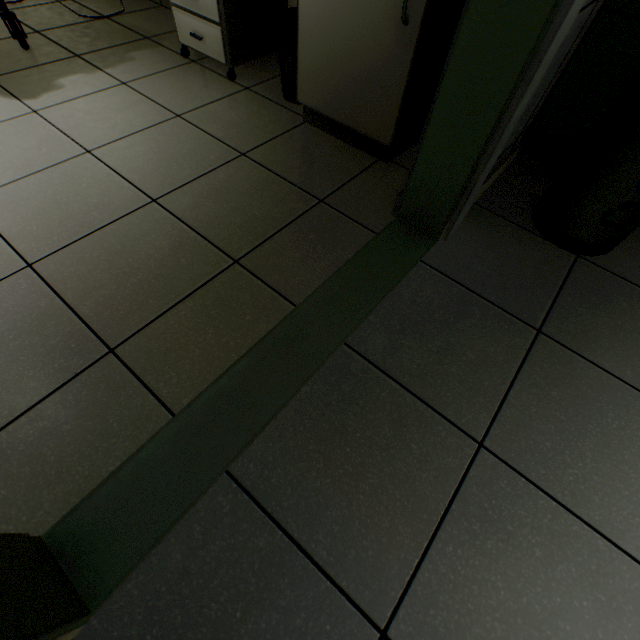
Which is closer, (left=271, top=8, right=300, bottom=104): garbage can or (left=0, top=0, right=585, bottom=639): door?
(left=0, top=0, right=585, bottom=639): door

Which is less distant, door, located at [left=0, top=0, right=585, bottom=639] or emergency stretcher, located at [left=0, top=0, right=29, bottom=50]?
door, located at [left=0, top=0, right=585, bottom=639]

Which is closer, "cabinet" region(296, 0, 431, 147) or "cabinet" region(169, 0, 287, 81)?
"cabinet" region(296, 0, 431, 147)

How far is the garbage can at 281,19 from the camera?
1.6m

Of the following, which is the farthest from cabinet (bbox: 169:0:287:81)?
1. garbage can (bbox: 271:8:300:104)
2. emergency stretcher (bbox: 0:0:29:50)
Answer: emergency stretcher (bbox: 0:0:29:50)

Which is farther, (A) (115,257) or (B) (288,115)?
(B) (288,115)

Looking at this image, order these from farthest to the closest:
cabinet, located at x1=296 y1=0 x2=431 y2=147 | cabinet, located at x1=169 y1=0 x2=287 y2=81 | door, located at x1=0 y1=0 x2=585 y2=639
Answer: cabinet, located at x1=169 y1=0 x2=287 y2=81 → cabinet, located at x1=296 y1=0 x2=431 y2=147 → door, located at x1=0 y1=0 x2=585 y2=639

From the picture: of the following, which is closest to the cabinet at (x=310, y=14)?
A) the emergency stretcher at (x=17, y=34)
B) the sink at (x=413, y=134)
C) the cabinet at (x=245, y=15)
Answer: the sink at (x=413, y=134)
